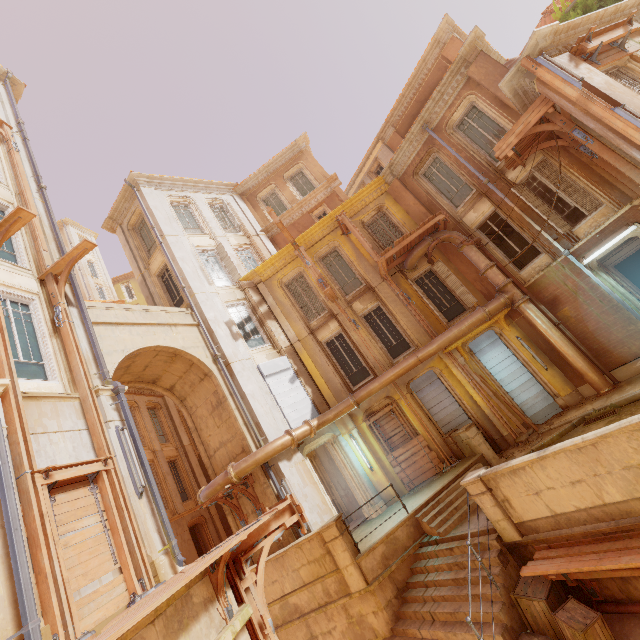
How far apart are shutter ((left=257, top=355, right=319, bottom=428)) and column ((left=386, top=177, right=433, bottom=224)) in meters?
8.6 m

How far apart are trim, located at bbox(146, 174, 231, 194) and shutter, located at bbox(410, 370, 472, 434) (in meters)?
15.82

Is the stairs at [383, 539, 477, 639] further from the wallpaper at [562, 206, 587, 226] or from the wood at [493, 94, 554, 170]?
the wallpaper at [562, 206, 587, 226]

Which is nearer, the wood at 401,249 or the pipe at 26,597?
the pipe at 26,597

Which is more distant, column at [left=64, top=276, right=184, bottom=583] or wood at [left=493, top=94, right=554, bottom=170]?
wood at [left=493, top=94, right=554, bottom=170]

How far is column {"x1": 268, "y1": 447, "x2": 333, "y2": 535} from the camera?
11.05m

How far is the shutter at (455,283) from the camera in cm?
1394

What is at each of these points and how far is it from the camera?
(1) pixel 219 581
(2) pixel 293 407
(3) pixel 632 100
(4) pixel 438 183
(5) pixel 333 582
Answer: (1) wood, 5.17m
(2) shutter, 13.53m
(3) column, 7.75m
(4) window, 14.98m
(5) building, 9.53m
